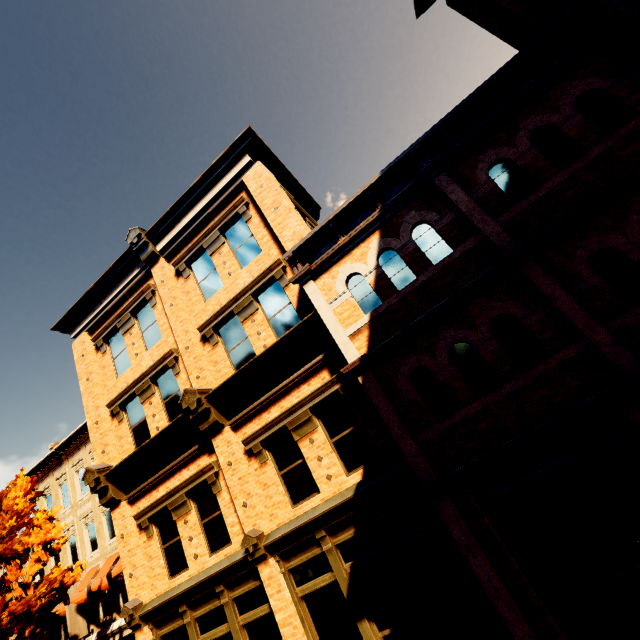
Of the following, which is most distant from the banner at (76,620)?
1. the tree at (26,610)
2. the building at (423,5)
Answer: the tree at (26,610)

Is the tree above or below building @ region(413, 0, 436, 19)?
below

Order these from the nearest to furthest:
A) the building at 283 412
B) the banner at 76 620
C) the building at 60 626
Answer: the building at 283 412, the banner at 76 620, the building at 60 626

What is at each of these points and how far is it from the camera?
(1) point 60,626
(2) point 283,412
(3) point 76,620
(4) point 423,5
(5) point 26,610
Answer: (1) building, 17.0m
(2) building, 8.7m
(3) banner, 15.5m
(4) building, 10.2m
(5) tree, 10.0m

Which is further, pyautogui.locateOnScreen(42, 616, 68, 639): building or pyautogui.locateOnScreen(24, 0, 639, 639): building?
pyautogui.locateOnScreen(42, 616, 68, 639): building

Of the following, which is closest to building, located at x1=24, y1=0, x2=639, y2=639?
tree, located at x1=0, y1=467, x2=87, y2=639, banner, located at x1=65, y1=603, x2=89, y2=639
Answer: banner, located at x1=65, y1=603, x2=89, y2=639

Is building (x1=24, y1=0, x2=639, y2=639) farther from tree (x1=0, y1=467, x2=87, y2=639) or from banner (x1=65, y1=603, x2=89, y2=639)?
tree (x1=0, y1=467, x2=87, y2=639)
